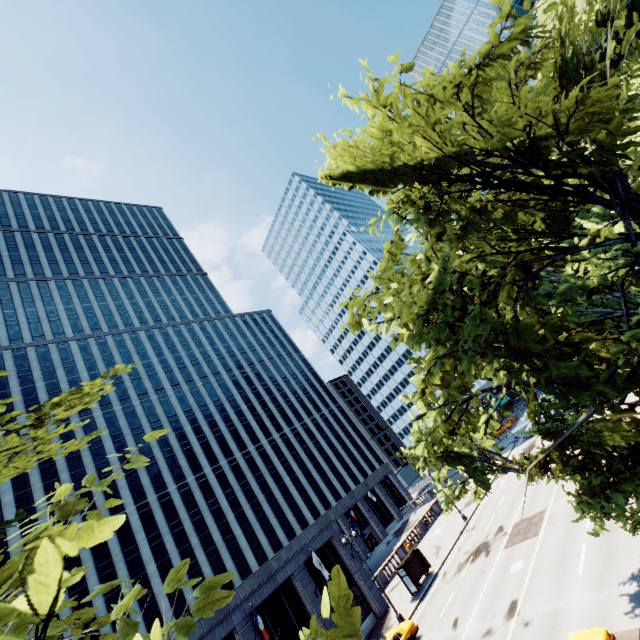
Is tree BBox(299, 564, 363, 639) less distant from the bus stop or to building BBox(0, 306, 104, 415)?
the bus stop

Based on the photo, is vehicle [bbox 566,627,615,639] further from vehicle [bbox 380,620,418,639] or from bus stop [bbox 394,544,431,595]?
bus stop [bbox 394,544,431,595]

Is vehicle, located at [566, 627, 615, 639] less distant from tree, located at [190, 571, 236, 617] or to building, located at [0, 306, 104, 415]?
tree, located at [190, 571, 236, 617]

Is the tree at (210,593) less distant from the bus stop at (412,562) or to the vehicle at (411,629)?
the vehicle at (411,629)

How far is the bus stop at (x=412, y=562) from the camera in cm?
2906

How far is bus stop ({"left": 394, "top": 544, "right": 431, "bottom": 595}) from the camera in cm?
2906

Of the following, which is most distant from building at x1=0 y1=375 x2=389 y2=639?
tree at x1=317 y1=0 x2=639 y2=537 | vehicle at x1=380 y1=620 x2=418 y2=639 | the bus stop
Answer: tree at x1=317 y1=0 x2=639 y2=537

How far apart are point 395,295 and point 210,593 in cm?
581
